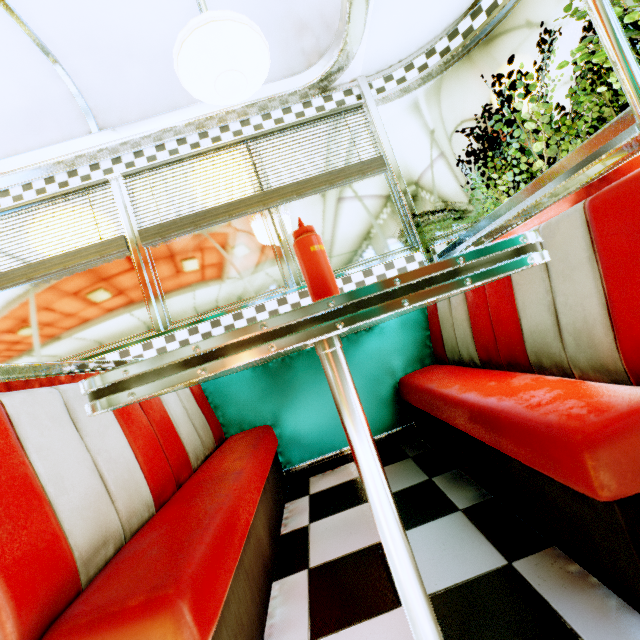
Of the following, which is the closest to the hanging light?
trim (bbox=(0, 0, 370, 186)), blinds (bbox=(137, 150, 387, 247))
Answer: trim (bbox=(0, 0, 370, 186))

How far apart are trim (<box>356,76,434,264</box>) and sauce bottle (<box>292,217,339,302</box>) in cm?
175

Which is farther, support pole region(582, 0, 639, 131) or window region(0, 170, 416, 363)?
window region(0, 170, 416, 363)

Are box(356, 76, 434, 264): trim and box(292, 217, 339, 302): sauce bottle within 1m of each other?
no

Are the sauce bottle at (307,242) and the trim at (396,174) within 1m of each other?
no

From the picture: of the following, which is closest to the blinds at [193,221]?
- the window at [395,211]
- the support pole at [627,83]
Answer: the window at [395,211]

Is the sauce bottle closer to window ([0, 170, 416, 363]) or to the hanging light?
the hanging light

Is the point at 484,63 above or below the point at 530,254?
above
